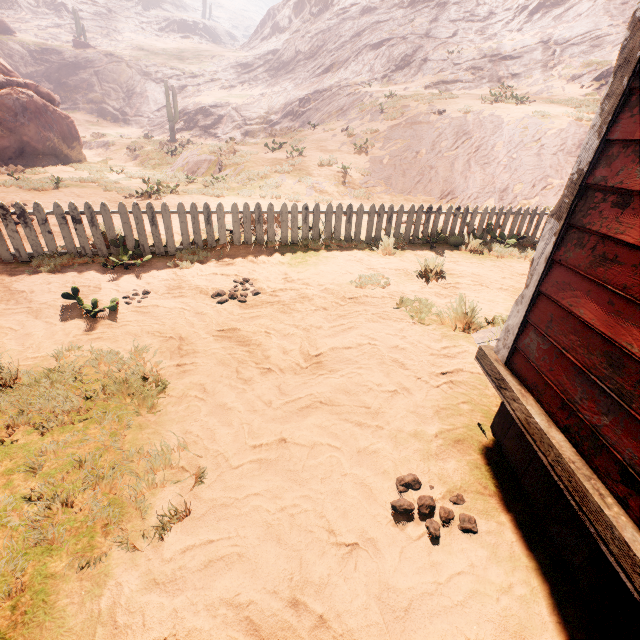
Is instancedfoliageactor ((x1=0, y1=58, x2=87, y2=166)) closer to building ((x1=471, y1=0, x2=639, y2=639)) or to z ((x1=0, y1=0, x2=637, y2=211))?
z ((x1=0, y1=0, x2=637, y2=211))

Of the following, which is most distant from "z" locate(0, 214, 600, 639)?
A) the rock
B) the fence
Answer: the rock

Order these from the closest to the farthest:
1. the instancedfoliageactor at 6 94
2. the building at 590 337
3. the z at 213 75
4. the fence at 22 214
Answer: the building at 590 337 < the fence at 22 214 < the z at 213 75 < the instancedfoliageactor at 6 94

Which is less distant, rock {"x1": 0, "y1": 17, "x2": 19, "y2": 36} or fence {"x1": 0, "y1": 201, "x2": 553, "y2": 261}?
fence {"x1": 0, "y1": 201, "x2": 553, "y2": 261}

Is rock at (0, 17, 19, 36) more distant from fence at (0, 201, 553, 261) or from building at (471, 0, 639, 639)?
building at (471, 0, 639, 639)

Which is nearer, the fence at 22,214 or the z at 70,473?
the z at 70,473

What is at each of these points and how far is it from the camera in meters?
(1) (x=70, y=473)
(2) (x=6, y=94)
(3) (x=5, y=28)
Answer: (1) z, 2.4 m
(2) instancedfoliageactor, 15.8 m
(3) rock, 39.7 m

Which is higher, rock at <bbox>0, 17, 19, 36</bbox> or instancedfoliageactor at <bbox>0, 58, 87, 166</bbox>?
rock at <bbox>0, 17, 19, 36</bbox>
